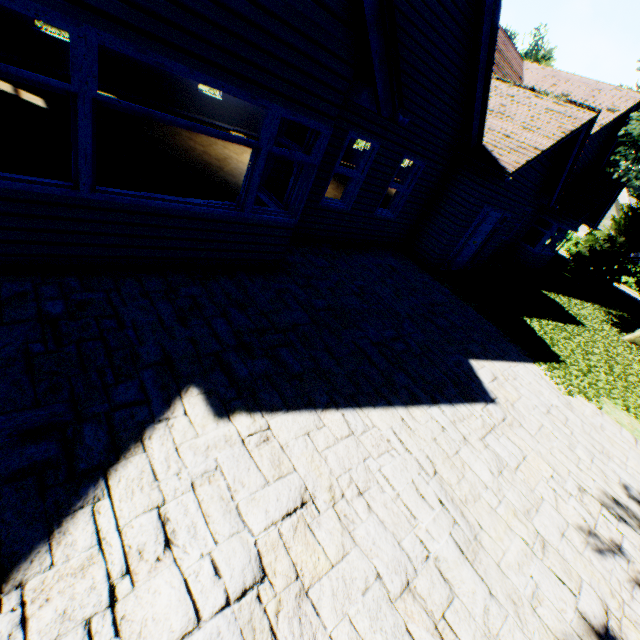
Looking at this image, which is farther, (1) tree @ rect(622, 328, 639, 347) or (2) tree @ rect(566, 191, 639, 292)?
(2) tree @ rect(566, 191, 639, 292)

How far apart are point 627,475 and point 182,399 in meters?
7.4 m

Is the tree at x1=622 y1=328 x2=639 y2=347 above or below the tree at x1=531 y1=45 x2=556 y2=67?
below

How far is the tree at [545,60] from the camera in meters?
20.1 m

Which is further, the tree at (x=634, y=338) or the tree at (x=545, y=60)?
the tree at (x=545, y=60)
